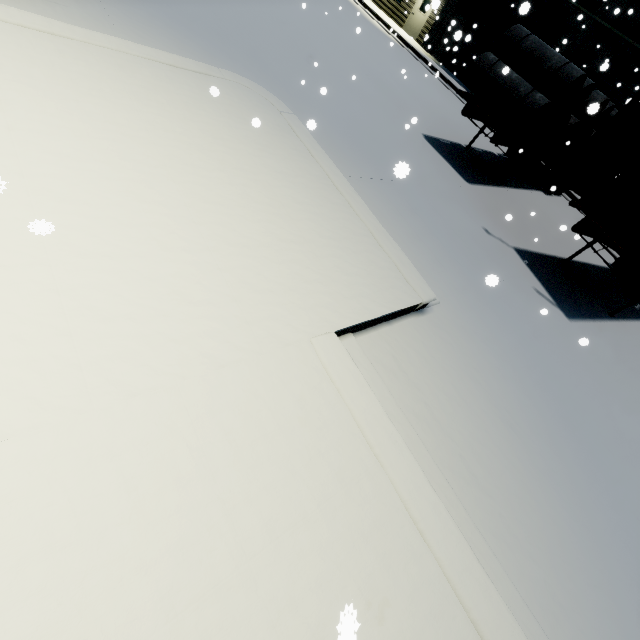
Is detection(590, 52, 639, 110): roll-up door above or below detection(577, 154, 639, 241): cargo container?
above

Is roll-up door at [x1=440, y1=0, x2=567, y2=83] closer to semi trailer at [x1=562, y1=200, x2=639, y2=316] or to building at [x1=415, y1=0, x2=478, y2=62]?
building at [x1=415, y1=0, x2=478, y2=62]

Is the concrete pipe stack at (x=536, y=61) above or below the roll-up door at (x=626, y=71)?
below

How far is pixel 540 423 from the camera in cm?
444

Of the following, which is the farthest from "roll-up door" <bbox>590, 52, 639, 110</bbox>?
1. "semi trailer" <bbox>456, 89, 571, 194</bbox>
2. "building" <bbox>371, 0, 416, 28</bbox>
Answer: "semi trailer" <bbox>456, 89, 571, 194</bbox>

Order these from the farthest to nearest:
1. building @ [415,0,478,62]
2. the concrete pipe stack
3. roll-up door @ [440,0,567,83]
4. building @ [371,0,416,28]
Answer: building @ [371,0,416,28] < building @ [415,0,478,62] < roll-up door @ [440,0,567,83] < the concrete pipe stack

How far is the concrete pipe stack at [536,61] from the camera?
7.88m

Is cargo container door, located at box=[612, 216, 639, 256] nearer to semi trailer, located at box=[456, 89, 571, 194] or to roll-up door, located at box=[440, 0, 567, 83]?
semi trailer, located at box=[456, 89, 571, 194]
